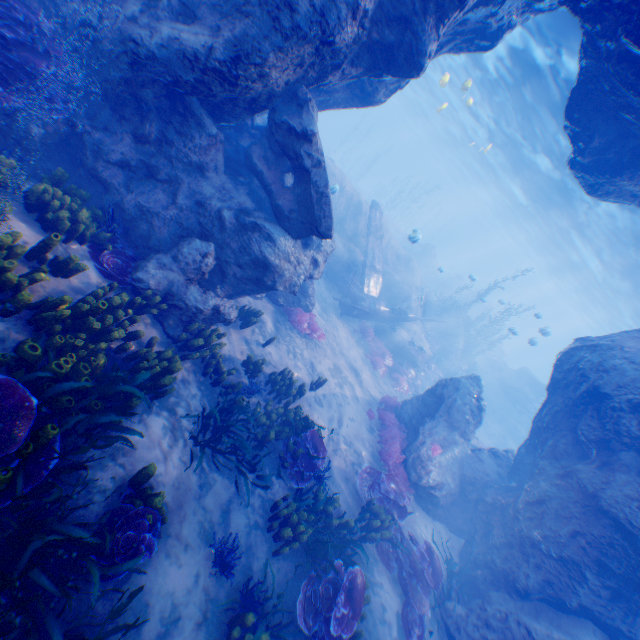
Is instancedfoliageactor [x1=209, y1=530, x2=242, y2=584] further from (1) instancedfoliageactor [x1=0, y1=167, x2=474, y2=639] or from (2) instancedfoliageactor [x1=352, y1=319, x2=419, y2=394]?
(2) instancedfoliageactor [x1=352, y1=319, x2=419, y2=394]

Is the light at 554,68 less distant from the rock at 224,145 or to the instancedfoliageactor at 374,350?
the rock at 224,145

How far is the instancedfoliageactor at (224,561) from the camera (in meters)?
5.29

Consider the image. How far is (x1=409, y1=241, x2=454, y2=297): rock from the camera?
37.7m

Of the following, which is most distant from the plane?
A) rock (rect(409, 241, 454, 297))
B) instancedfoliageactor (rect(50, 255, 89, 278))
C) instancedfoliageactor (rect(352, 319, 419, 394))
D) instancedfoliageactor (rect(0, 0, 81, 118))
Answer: rock (rect(409, 241, 454, 297))

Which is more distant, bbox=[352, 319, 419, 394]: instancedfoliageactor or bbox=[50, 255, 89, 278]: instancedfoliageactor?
bbox=[352, 319, 419, 394]: instancedfoliageactor

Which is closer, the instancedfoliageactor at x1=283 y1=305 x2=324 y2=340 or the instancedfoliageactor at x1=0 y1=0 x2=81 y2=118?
the instancedfoliageactor at x1=0 y1=0 x2=81 y2=118

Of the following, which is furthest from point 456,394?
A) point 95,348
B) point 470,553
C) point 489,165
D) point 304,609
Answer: point 489,165
